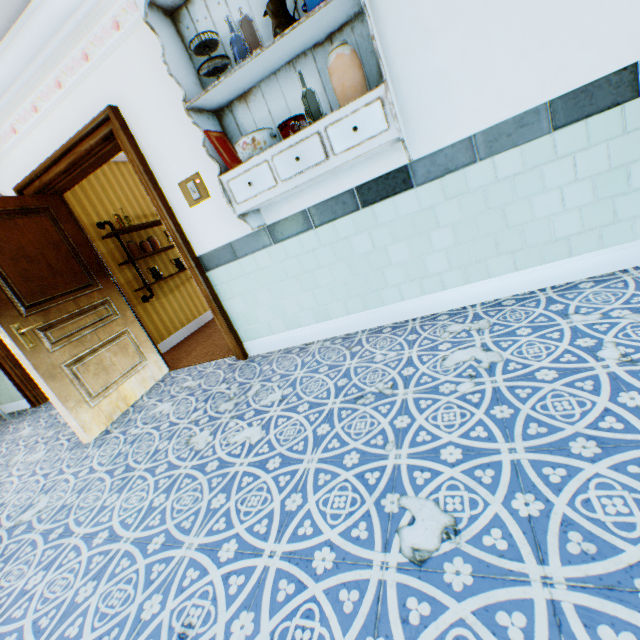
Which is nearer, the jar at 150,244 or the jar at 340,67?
the jar at 340,67

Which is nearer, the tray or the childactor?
the tray

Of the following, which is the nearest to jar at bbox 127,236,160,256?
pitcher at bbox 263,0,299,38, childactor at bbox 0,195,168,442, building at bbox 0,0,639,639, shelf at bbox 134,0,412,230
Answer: building at bbox 0,0,639,639

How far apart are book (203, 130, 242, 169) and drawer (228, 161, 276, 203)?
0.1 meters

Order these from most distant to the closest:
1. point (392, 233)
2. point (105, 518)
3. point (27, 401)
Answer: point (27, 401), point (392, 233), point (105, 518)

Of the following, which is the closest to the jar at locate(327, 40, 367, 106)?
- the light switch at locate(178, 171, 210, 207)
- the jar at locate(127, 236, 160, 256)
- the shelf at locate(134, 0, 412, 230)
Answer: the shelf at locate(134, 0, 412, 230)

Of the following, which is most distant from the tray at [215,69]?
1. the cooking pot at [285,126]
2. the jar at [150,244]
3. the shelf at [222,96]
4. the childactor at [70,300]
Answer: the jar at [150,244]

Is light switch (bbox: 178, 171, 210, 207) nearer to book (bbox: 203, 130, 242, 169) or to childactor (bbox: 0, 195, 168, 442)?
book (bbox: 203, 130, 242, 169)
